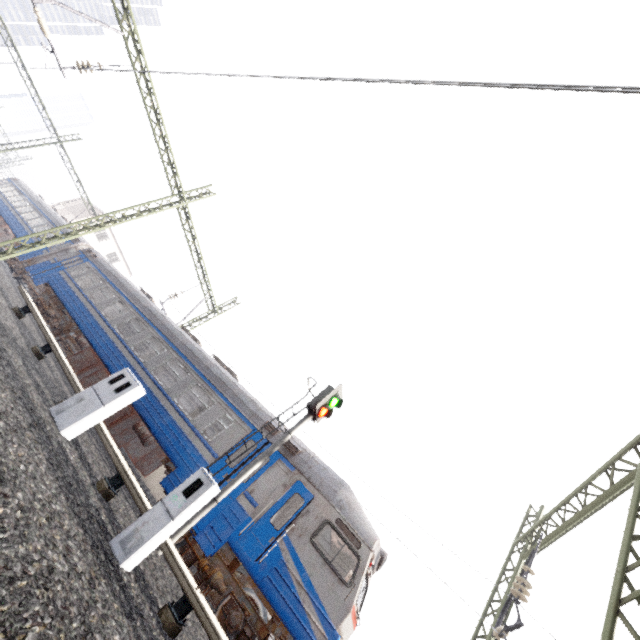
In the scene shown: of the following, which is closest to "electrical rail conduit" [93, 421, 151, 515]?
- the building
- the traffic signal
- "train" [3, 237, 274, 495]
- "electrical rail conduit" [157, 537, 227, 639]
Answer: "electrical rail conduit" [157, 537, 227, 639]

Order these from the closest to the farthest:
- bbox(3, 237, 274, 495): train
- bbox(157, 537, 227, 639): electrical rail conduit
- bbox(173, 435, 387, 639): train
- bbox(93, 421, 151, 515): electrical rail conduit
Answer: bbox(157, 537, 227, 639): electrical rail conduit
bbox(93, 421, 151, 515): electrical rail conduit
bbox(173, 435, 387, 639): train
bbox(3, 237, 274, 495): train

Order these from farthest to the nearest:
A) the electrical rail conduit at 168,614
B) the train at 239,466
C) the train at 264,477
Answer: the train at 239,466, the train at 264,477, the electrical rail conduit at 168,614

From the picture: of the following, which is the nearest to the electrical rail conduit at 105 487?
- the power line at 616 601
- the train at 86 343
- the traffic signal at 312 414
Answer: the traffic signal at 312 414

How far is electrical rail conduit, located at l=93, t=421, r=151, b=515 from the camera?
5.4 meters

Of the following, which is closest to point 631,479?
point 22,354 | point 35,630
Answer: point 35,630

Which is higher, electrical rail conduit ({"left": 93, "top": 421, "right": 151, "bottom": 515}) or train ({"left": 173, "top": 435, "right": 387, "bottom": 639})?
train ({"left": 173, "top": 435, "right": 387, "bottom": 639})

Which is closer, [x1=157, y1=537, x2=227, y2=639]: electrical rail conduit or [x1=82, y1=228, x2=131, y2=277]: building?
[x1=157, y1=537, x2=227, y2=639]: electrical rail conduit
